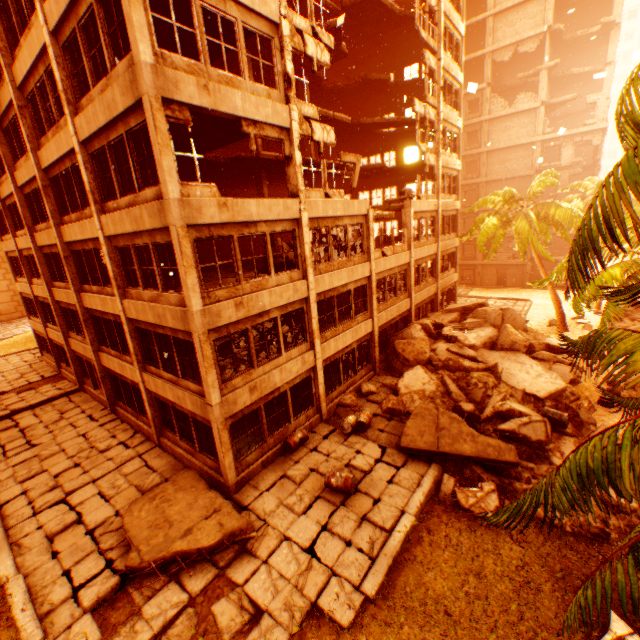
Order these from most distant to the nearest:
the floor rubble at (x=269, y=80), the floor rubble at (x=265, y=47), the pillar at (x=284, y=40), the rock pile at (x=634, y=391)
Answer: the floor rubble at (x=269, y=80) → the floor rubble at (x=265, y=47) → the rock pile at (x=634, y=391) → the pillar at (x=284, y=40)

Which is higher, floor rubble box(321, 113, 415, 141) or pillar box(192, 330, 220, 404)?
floor rubble box(321, 113, 415, 141)

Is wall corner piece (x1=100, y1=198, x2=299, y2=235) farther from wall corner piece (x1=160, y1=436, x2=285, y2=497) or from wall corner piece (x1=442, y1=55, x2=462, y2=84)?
wall corner piece (x1=442, y1=55, x2=462, y2=84)

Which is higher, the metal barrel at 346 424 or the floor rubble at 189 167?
the floor rubble at 189 167

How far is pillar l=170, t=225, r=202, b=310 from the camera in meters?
8.6

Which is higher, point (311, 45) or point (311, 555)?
point (311, 45)

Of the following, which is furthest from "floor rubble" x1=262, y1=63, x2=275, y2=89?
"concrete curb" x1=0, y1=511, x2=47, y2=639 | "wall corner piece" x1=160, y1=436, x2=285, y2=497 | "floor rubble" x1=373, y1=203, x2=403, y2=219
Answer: "concrete curb" x1=0, y1=511, x2=47, y2=639

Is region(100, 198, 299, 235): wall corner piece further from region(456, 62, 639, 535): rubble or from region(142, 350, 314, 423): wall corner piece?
region(142, 350, 314, 423): wall corner piece
